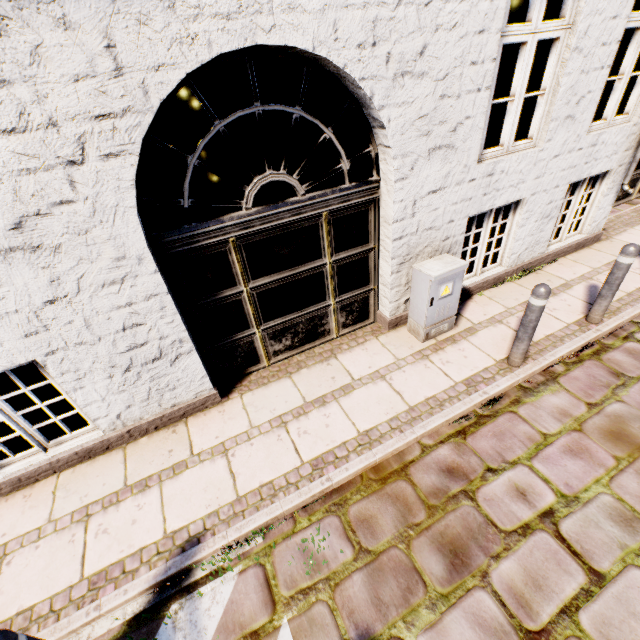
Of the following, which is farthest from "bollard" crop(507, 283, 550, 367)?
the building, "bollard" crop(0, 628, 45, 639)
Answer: "bollard" crop(0, 628, 45, 639)

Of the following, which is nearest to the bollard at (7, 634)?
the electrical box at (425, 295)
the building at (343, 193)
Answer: the building at (343, 193)

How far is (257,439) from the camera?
3.5m

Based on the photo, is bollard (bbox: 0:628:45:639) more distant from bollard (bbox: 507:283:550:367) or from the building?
bollard (bbox: 507:283:550:367)

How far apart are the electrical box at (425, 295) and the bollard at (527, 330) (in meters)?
0.74

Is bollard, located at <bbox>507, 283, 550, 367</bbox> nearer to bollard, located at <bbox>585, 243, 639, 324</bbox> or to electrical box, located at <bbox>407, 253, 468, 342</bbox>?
electrical box, located at <bbox>407, 253, 468, 342</bbox>

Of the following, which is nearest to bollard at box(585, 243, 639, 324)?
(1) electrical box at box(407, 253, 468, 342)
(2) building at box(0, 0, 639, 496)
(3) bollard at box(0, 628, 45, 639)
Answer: (2) building at box(0, 0, 639, 496)

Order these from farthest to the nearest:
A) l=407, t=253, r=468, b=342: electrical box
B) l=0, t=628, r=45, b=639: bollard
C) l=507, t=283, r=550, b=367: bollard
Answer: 1. l=407, t=253, r=468, b=342: electrical box
2. l=507, t=283, r=550, b=367: bollard
3. l=0, t=628, r=45, b=639: bollard
